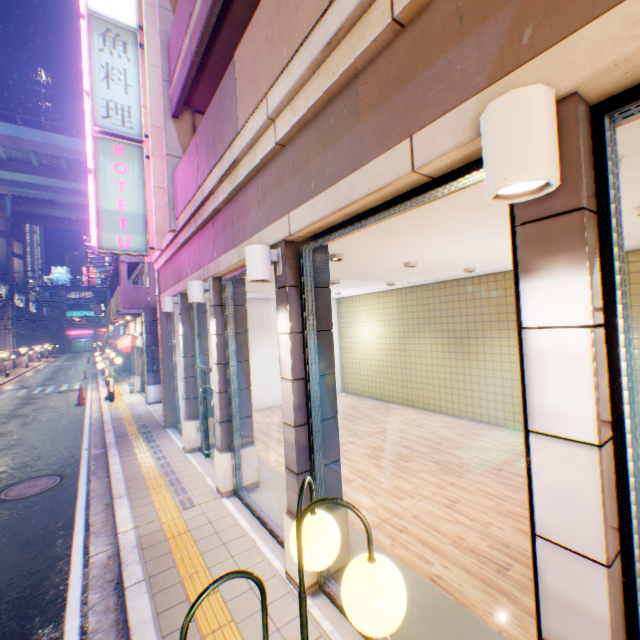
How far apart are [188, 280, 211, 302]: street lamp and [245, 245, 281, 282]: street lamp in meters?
2.6 m

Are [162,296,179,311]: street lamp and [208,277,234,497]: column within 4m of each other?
yes

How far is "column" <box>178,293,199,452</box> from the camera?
8.5 meters

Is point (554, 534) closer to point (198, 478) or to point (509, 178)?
point (509, 178)

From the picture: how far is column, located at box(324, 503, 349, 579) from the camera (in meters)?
4.04

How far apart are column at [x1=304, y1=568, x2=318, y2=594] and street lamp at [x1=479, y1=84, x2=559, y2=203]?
2.6 meters

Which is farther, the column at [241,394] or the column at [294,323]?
the column at [241,394]

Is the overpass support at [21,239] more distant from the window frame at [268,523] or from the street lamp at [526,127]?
the window frame at [268,523]
